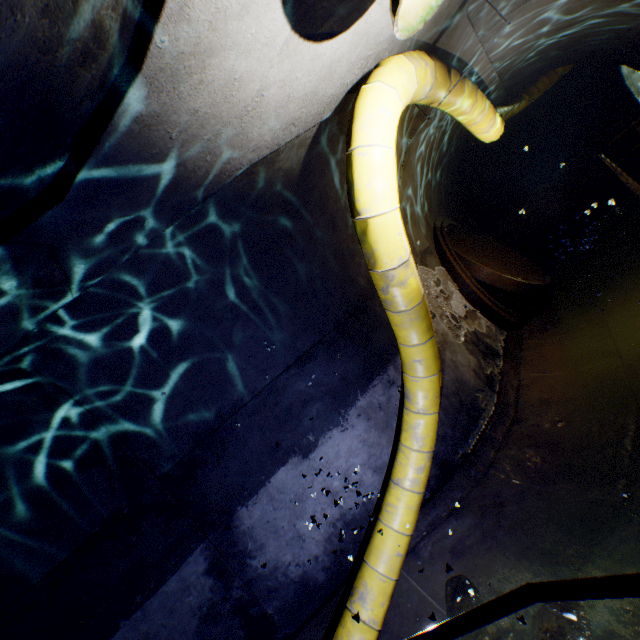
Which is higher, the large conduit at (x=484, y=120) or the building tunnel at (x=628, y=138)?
the large conduit at (x=484, y=120)

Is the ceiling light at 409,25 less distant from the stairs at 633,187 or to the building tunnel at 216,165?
the building tunnel at 216,165

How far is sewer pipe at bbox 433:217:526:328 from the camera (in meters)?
6.46

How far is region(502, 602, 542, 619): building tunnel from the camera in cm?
287

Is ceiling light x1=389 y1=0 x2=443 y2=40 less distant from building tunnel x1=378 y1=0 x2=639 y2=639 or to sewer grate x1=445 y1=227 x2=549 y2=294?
building tunnel x1=378 y1=0 x2=639 y2=639

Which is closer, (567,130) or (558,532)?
(558,532)

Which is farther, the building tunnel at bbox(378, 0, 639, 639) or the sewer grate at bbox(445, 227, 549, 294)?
the sewer grate at bbox(445, 227, 549, 294)

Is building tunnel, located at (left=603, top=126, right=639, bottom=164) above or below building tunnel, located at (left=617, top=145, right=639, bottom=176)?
above
